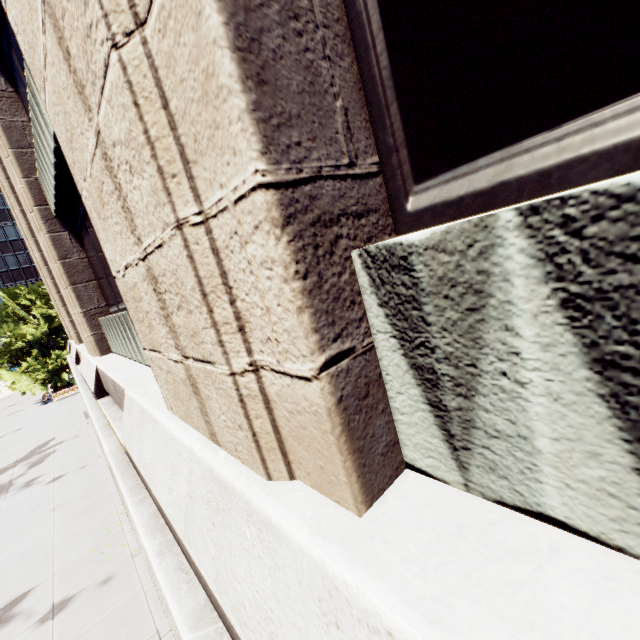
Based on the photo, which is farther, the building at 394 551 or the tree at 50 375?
the tree at 50 375

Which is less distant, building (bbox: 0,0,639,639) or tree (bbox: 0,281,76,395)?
building (bbox: 0,0,639,639)

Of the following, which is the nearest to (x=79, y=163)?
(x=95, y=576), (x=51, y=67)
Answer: (x=51, y=67)
